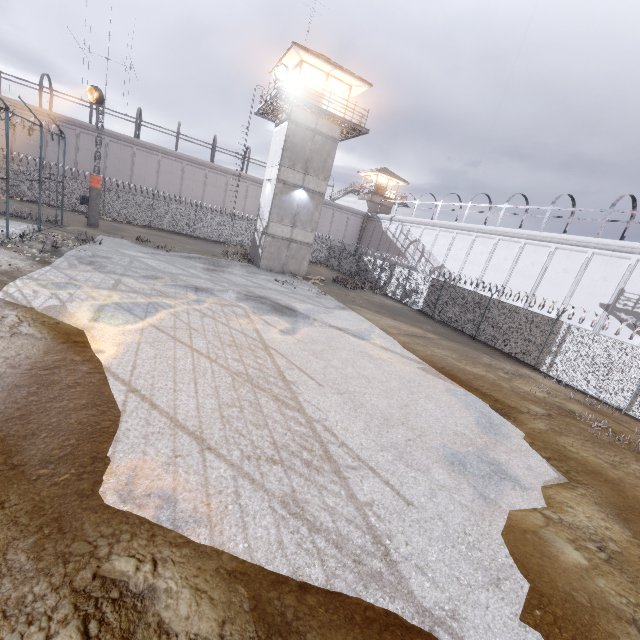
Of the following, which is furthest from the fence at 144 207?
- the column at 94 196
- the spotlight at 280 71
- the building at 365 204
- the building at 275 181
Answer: the spotlight at 280 71

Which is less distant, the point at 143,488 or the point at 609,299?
the point at 143,488

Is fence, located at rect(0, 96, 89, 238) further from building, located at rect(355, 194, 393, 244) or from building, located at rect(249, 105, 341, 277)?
building, located at rect(355, 194, 393, 244)

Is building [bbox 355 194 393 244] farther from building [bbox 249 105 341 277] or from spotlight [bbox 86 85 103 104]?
spotlight [bbox 86 85 103 104]

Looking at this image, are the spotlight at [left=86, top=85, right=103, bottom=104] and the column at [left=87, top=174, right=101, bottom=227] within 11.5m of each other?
yes

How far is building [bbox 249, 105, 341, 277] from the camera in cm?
2327

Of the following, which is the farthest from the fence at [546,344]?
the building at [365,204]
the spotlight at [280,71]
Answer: the spotlight at [280,71]

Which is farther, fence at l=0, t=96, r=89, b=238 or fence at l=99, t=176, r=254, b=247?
fence at l=99, t=176, r=254, b=247
